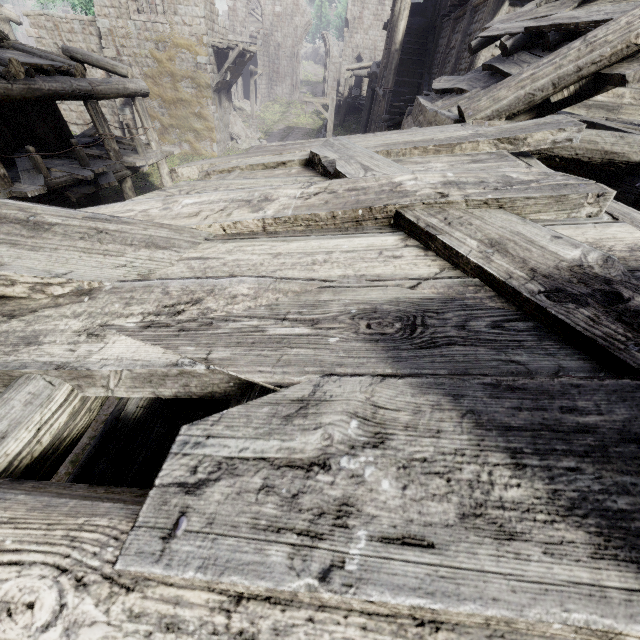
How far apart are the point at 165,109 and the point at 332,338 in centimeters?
2592cm

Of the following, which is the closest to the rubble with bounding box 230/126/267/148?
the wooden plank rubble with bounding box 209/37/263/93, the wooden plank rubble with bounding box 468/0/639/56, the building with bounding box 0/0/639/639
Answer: the building with bounding box 0/0/639/639

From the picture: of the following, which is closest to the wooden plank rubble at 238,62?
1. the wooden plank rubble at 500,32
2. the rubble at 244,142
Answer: the rubble at 244,142

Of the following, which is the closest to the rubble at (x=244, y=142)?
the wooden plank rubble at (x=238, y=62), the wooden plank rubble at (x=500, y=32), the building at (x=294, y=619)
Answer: the building at (x=294, y=619)

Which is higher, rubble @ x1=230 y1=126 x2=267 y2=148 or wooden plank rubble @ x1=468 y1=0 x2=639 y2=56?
wooden plank rubble @ x1=468 y1=0 x2=639 y2=56

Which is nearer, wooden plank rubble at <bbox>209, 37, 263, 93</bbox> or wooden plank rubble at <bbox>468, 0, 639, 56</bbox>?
wooden plank rubble at <bbox>468, 0, 639, 56</bbox>

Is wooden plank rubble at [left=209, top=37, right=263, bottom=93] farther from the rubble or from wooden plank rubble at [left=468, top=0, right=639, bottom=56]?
wooden plank rubble at [left=468, top=0, right=639, bottom=56]

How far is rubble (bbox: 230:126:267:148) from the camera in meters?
25.0 m
